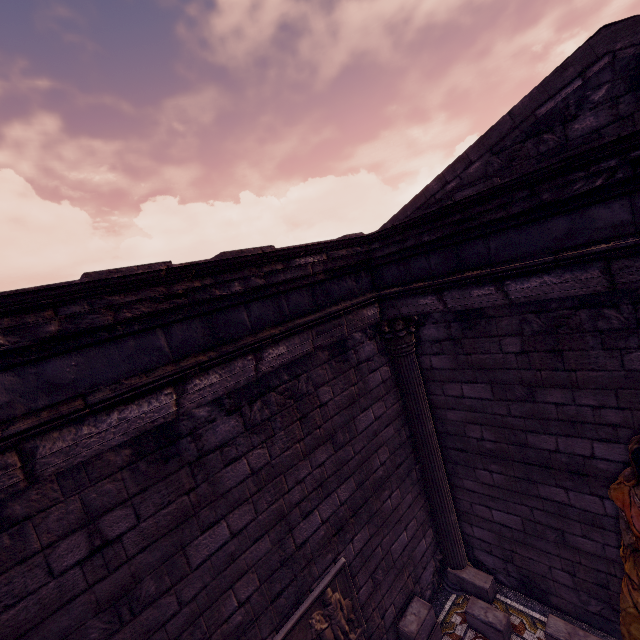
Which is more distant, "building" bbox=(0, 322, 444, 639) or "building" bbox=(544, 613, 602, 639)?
"building" bbox=(544, 613, 602, 639)

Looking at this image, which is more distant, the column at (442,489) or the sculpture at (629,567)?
the column at (442,489)

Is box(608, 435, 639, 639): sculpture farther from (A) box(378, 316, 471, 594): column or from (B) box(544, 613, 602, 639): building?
(A) box(378, 316, 471, 594): column

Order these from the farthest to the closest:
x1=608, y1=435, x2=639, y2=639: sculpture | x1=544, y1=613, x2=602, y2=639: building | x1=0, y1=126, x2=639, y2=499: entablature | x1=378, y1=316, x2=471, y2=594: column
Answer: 1. x1=378, y1=316, x2=471, y2=594: column
2. x1=544, y1=613, x2=602, y2=639: building
3. x1=608, y1=435, x2=639, y2=639: sculpture
4. x1=0, y1=126, x2=639, y2=499: entablature

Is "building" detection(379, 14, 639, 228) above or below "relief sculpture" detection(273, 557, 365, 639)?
above

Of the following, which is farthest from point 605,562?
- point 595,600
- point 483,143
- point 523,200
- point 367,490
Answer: point 483,143

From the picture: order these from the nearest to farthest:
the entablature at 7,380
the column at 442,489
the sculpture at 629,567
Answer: the entablature at 7,380 < the sculpture at 629,567 < the column at 442,489
